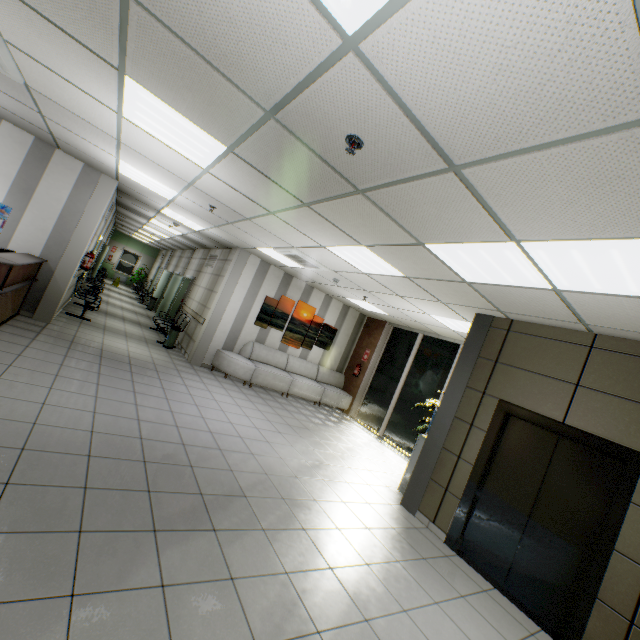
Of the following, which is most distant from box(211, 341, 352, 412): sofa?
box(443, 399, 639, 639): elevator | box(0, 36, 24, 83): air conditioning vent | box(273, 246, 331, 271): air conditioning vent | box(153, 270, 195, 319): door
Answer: box(0, 36, 24, 83): air conditioning vent

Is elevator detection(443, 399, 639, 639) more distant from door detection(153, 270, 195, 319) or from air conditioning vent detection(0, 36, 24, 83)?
door detection(153, 270, 195, 319)

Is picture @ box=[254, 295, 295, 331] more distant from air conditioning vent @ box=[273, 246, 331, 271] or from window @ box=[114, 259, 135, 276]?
window @ box=[114, 259, 135, 276]

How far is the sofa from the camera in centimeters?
828cm

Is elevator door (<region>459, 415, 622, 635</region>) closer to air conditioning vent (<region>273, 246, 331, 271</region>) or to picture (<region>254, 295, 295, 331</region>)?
air conditioning vent (<region>273, 246, 331, 271</region>)

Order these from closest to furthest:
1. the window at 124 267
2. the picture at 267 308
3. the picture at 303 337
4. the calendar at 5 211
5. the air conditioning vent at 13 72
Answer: the air conditioning vent at 13 72 < the calendar at 5 211 < the picture at 267 308 < the picture at 303 337 < the window at 124 267

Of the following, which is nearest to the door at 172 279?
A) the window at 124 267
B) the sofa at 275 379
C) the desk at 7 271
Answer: the sofa at 275 379

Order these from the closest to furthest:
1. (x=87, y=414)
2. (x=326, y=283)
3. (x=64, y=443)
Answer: (x=64, y=443) → (x=87, y=414) → (x=326, y=283)
